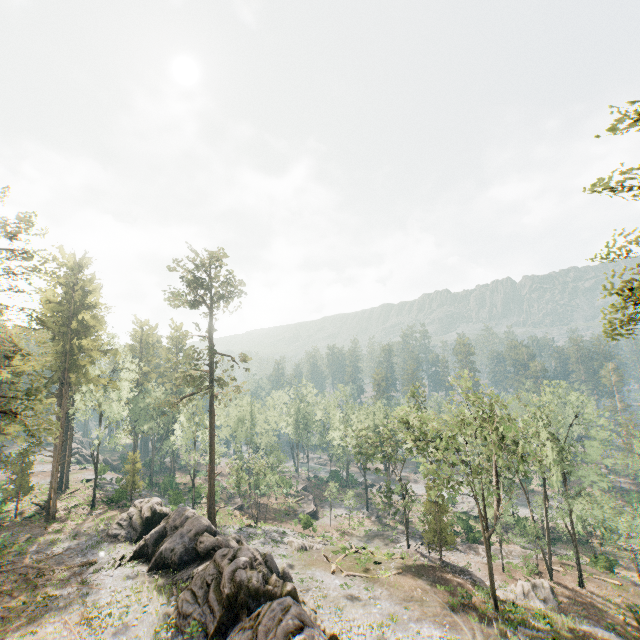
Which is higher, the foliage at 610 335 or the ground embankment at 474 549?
the foliage at 610 335

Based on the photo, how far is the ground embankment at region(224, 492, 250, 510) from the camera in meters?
52.6

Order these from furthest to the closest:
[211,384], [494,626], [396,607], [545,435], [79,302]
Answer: [79,302]
[211,384]
[545,435]
[396,607]
[494,626]

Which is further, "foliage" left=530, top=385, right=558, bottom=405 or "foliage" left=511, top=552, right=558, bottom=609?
"foliage" left=530, top=385, right=558, bottom=405

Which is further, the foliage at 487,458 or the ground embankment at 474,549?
A: the ground embankment at 474,549

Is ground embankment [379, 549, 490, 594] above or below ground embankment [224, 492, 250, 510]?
below

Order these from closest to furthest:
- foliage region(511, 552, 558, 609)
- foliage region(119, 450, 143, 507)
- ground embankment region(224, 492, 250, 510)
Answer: foliage region(511, 552, 558, 609)
foliage region(119, 450, 143, 507)
ground embankment region(224, 492, 250, 510)

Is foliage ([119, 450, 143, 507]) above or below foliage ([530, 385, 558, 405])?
below
